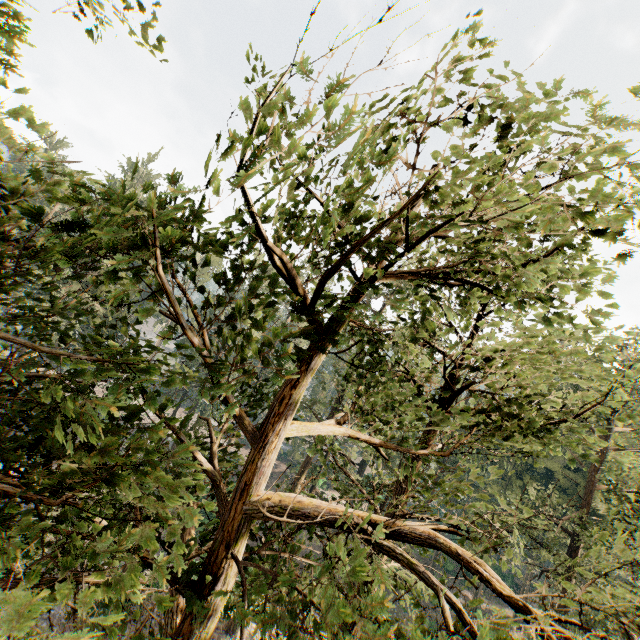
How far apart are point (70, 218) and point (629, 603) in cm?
4528
